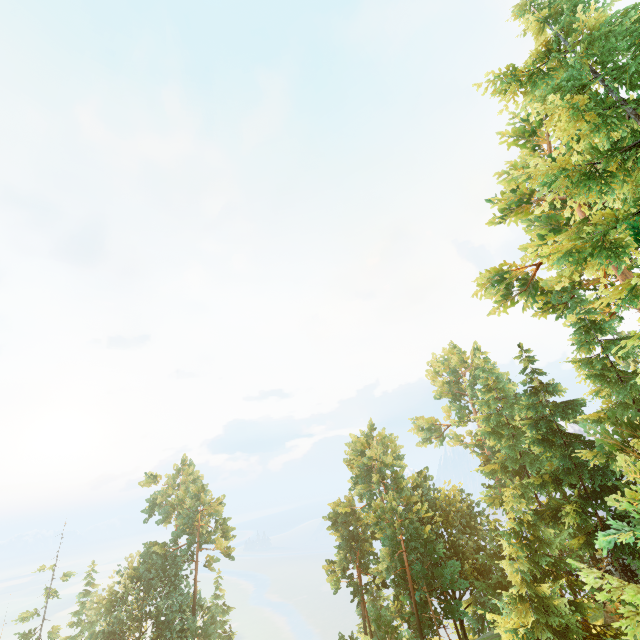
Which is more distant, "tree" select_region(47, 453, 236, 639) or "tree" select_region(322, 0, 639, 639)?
"tree" select_region(47, 453, 236, 639)

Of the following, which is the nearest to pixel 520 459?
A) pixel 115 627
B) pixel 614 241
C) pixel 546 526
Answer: pixel 546 526

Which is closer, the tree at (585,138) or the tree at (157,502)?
the tree at (585,138)
